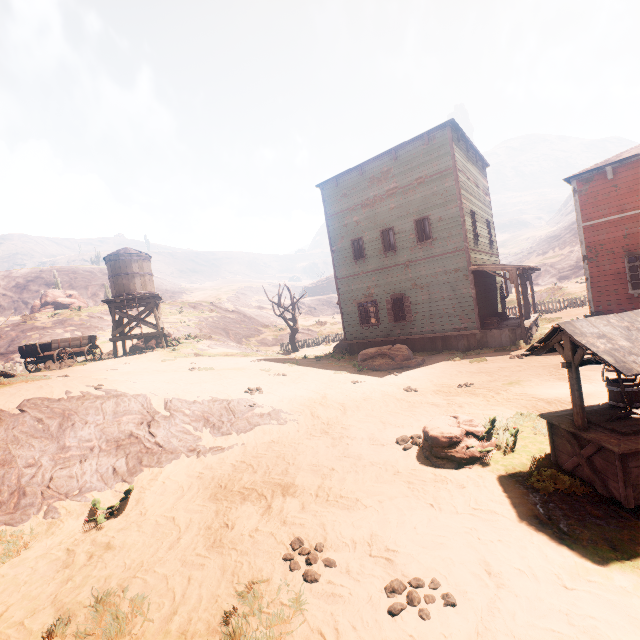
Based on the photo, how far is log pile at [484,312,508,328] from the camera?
15.8m

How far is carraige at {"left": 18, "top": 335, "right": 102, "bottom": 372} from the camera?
15.84m

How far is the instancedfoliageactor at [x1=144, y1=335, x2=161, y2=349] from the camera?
23.8m

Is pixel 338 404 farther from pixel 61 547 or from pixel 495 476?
pixel 61 547

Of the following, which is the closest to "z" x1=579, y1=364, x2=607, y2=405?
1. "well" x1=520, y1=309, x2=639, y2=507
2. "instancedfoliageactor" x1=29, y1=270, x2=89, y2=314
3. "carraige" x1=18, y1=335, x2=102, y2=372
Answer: "well" x1=520, y1=309, x2=639, y2=507

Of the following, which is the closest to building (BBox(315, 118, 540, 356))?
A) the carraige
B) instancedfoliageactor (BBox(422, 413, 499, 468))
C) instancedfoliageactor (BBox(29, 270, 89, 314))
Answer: the carraige

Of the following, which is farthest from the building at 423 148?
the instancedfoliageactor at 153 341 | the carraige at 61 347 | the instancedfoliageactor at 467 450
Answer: the instancedfoliageactor at 153 341

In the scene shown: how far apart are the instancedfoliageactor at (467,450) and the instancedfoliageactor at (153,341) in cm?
2229
